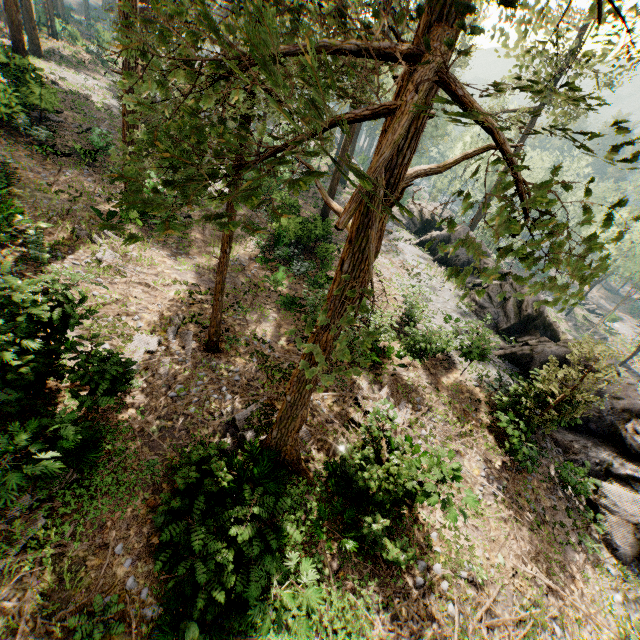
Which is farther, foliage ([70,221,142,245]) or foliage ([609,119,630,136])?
foliage ([609,119,630,136])

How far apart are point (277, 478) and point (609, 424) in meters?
17.6

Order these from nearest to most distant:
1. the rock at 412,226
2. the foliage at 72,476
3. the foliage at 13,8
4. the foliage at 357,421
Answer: the foliage at 72,476
the foliage at 357,421
the foliage at 13,8
the rock at 412,226

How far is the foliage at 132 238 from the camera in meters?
2.1 m

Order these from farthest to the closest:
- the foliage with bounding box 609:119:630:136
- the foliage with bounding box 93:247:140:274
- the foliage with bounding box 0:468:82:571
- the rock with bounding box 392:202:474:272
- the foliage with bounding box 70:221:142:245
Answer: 1. the rock with bounding box 392:202:474:272
2. the foliage with bounding box 93:247:140:274
3. the foliage with bounding box 0:468:82:571
4. the foliage with bounding box 609:119:630:136
5. the foliage with bounding box 70:221:142:245

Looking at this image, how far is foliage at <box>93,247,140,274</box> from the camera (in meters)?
14.72

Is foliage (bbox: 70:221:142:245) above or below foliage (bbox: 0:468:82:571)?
above
